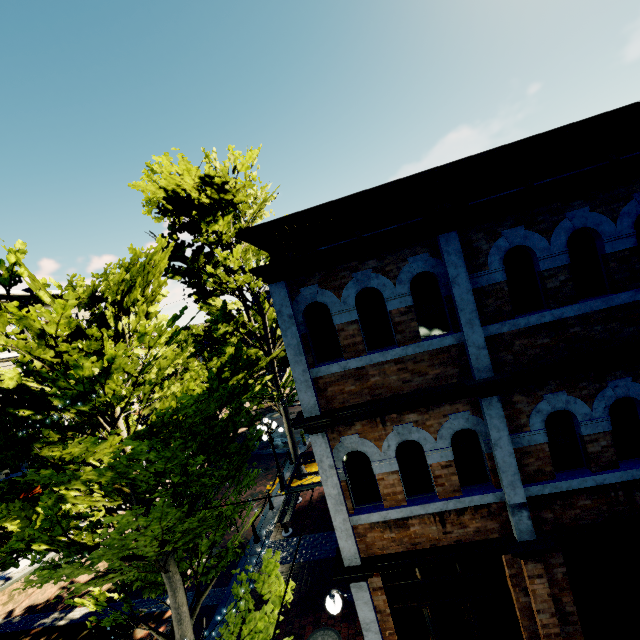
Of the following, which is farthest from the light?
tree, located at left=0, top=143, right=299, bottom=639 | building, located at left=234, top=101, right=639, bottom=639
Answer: building, located at left=234, top=101, right=639, bottom=639

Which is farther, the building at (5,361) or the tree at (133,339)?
the building at (5,361)

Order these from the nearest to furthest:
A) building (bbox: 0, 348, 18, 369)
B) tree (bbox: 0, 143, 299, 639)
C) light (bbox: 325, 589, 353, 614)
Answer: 1. tree (bbox: 0, 143, 299, 639)
2. light (bbox: 325, 589, 353, 614)
3. building (bbox: 0, 348, 18, 369)

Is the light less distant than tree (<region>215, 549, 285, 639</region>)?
No

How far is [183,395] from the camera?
4.8 meters

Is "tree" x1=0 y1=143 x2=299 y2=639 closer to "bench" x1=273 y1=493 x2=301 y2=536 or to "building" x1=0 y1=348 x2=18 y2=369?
"building" x1=0 y1=348 x2=18 y2=369

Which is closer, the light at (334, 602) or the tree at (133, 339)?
the tree at (133, 339)

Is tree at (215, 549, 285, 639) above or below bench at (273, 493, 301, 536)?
above
